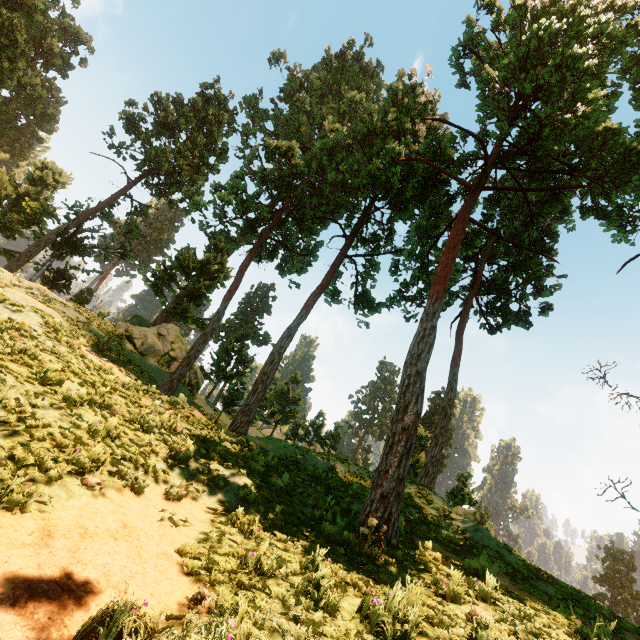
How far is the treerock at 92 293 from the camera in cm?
3080

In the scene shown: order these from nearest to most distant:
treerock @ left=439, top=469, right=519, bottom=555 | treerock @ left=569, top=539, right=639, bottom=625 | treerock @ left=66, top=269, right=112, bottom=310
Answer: treerock @ left=439, top=469, right=519, bottom=555, treerock @ left=66, top=269, right=112, bottom=310, treerock @ left=569, top=539, right=639, bottom=625

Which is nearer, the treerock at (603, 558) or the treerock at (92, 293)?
the treerock at (92, 293)

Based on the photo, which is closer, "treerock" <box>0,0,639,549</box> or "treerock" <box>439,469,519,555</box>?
"treerock" <box>0,0,639,549</box>

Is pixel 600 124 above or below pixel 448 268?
above

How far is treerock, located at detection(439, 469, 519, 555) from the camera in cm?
1263
